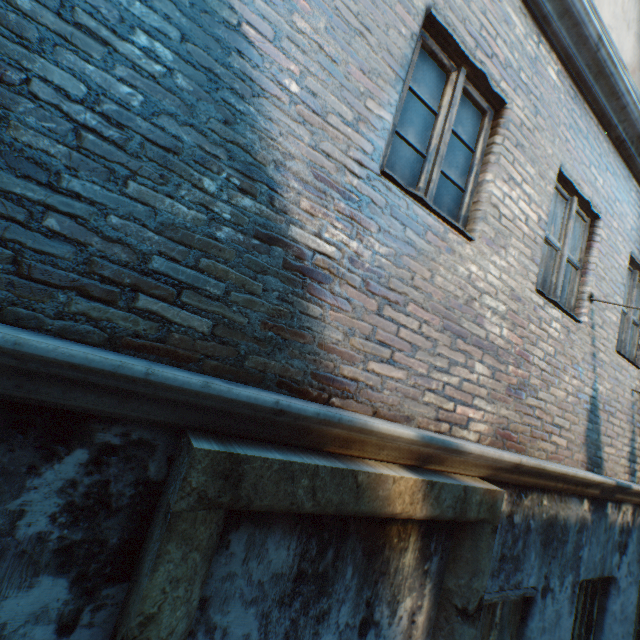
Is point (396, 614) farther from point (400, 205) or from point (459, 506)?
point (400, 205)
